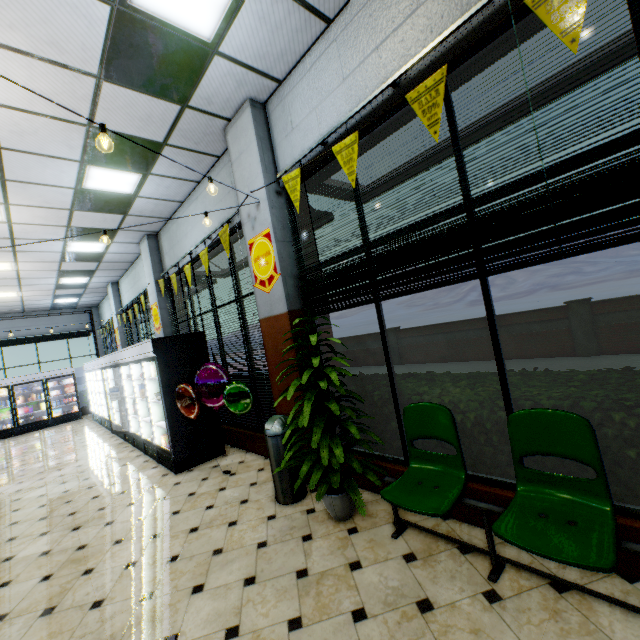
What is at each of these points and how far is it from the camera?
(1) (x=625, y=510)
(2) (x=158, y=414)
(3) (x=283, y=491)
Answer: (1) building, 2.1 meters
(2) wall refrigerator, 6.2 meters
(3) trash can, 3.7 meters

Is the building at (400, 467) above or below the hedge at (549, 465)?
below

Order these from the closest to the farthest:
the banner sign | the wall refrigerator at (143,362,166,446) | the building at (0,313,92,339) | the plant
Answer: the banner sign
the plant
the wall refrigerator at (143,362,166,446)
the building at (0,313,92,339)

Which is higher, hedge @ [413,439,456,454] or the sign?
the sign

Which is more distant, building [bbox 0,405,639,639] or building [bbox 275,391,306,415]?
building [bbox 275,391,306,415]

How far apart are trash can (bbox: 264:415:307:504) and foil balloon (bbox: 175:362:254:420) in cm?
77

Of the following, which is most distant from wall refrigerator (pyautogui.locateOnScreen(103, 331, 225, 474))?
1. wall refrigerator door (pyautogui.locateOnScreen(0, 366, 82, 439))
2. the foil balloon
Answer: wall refrigerator door (pyautogui.locateOnScreen(0, 366, 82, 439))
